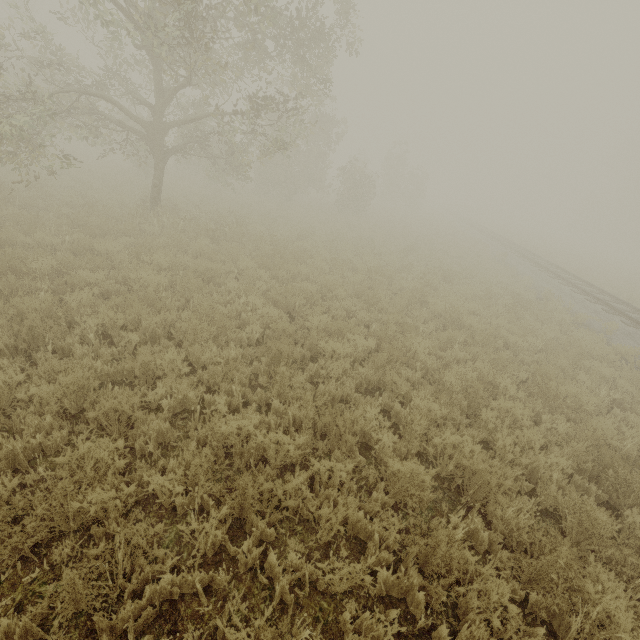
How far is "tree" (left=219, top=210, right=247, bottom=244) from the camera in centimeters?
1217cm

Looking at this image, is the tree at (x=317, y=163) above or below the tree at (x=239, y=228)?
above

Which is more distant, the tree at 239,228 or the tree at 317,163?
the tree at 239,228

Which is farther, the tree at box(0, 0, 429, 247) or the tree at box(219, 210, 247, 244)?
the tree at box(219, 210, 247, 244)

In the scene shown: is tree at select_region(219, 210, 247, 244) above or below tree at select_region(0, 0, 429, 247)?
below

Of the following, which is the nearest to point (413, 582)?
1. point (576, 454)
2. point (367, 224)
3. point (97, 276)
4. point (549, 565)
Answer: point (549, 565)
